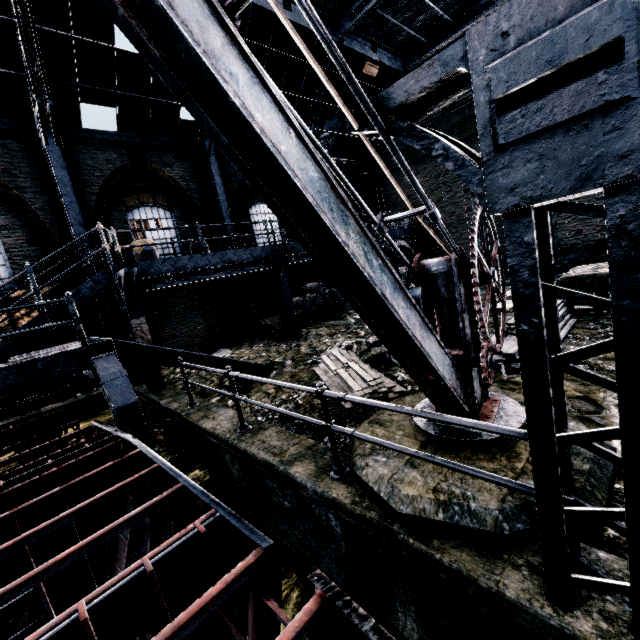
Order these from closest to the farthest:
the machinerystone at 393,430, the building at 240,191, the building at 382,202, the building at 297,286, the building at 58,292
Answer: the machinerystone at 393,430
the building at 58,292
the building at 240,191
the building at 297,286
the building at 382,202

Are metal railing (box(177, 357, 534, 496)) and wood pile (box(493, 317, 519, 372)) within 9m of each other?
yes

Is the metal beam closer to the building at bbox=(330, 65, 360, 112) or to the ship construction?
the building at bbox=(330, 65, 360, 112)

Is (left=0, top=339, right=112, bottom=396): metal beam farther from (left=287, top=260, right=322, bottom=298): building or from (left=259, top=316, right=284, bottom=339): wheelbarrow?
(left=259, top=316, right=284, bottom=339): wheelbarrow

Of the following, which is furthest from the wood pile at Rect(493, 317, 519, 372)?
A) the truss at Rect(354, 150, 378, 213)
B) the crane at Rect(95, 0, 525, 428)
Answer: the truss at Rect(354, 150, 378, 213)

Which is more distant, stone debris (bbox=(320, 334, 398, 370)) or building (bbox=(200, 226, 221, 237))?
building (bbox=(200, 226, 221, 237))

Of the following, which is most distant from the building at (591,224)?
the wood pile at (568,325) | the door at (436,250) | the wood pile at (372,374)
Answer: the wood pile at (372,374)

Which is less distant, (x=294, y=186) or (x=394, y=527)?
(x=294, y=186)
